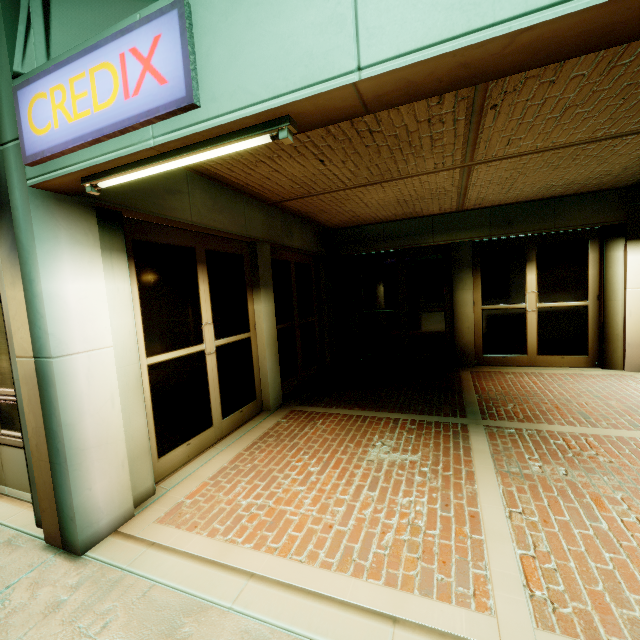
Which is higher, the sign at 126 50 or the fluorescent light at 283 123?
the sign at 126 50

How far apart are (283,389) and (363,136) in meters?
4.8 m

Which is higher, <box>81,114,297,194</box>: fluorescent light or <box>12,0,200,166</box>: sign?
<box>12,0,200,166</box>: sign

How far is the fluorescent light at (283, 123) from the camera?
1.75m

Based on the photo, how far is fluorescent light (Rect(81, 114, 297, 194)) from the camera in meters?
1.7 m
